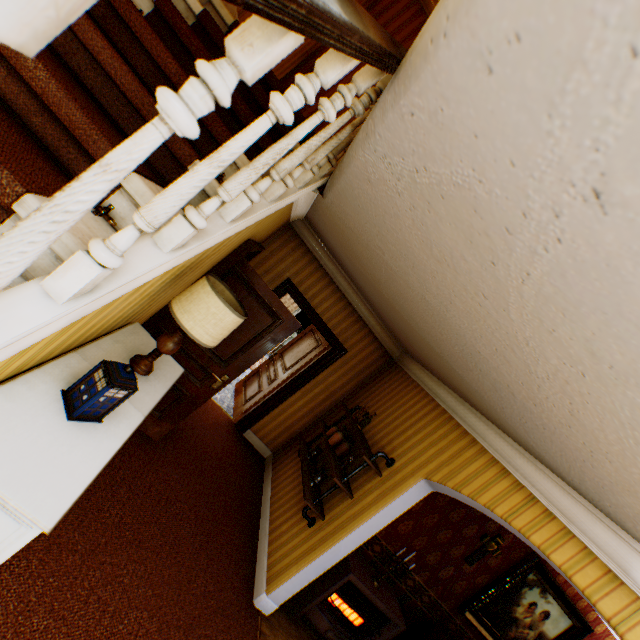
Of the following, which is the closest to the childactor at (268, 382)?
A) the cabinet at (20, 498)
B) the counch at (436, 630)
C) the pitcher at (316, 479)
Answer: the pitcher at (316, 479)

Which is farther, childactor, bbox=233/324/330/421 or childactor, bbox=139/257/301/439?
childactor, bbox=233/324/330/421

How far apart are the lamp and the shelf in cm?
238

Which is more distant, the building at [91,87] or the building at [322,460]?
the building at [322,460]

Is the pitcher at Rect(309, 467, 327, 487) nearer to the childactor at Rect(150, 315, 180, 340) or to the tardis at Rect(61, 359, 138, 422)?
the childactor at Rect(150, 315, 180, 340)

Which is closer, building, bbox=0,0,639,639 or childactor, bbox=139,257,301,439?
building, bbox=0,0,639,639

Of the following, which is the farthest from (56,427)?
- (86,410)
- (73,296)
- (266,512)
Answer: (266,512)

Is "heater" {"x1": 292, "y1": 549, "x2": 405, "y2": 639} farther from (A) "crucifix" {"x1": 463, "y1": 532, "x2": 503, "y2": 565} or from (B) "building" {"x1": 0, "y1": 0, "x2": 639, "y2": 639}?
Answer: (A) "crucifix" {"x1": 463, "y1": 532, "x2": 503, "y2": 565}
